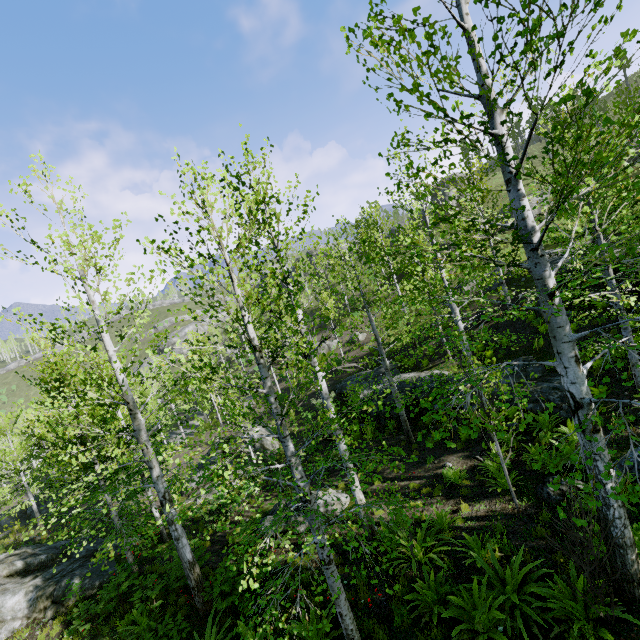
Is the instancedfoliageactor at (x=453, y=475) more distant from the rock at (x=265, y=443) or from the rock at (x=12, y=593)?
the rock at (x=265, y=443)

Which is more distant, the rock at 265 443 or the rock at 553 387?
the rock at 265 443

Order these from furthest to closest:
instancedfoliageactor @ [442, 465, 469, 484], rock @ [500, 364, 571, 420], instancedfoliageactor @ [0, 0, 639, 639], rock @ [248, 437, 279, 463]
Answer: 1. rock @ [248, 437, 279, 463]
2. rock @ [500, 364, 571, 420]
3. instancedfoliageactor @ [442, 465, 469, 484]
4. instancedfoliageactor @ [0, 0, 639, 639]

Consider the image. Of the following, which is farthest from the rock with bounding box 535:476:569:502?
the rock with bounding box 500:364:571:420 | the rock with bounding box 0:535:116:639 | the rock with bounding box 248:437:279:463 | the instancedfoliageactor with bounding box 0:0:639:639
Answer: the instancedfoliageactor with bounding box 0:0:639:639

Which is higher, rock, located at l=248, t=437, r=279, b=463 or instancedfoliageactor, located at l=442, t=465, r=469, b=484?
instancedfoliageactor, located at l=442, t=465, r=469, b=484

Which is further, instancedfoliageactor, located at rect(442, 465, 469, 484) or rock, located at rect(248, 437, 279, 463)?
rock, located at rect(248, 437, 279, 463)

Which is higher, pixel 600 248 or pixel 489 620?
pixel 600 248

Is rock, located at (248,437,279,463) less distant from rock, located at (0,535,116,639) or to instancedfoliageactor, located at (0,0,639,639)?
rock, located at (0,535,116,639)
